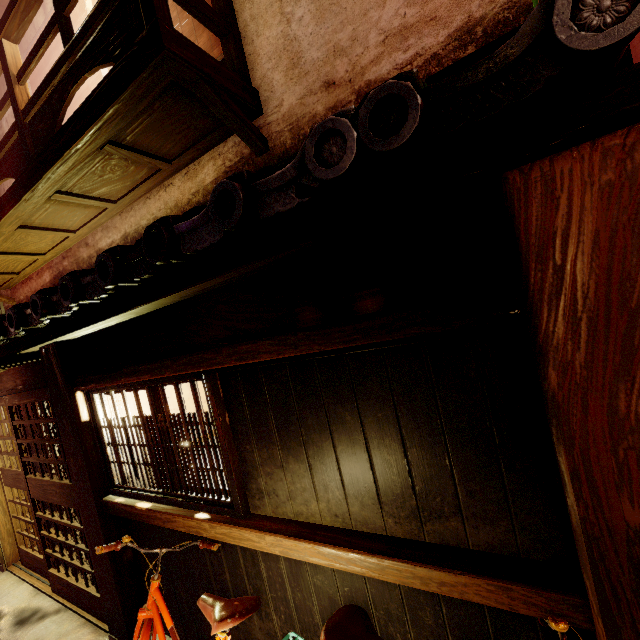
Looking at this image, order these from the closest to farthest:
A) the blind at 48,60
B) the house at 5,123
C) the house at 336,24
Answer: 1. the house at 336,24
2. the blind at 48,60
3. the house at 5,123

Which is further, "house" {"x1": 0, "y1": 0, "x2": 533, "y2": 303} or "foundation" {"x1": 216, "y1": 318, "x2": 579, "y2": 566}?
"house" {"x1": 0, "y1": 0, "x2": 533, "y2": 303}

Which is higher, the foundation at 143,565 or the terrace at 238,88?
the terrace at 238,88

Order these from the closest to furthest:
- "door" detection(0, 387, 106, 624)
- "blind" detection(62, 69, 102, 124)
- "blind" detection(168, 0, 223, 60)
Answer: "blind" detection(168, 0, 223, 60) → "door" detection(0, 387, 106, 624) → "blind" detection(62, 69, 102, 124)

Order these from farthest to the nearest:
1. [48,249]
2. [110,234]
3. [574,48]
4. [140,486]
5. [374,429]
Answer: [48,249] < [110,234] < [140,486] < [374,429] < [574,48]

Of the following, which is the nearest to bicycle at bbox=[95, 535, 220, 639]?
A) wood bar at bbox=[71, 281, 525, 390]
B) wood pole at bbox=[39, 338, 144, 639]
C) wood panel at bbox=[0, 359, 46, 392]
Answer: wood pole at bbox=[39, 338, 144, 639]

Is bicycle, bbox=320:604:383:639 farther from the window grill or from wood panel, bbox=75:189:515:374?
wood panel, bbox=75:189:515:374

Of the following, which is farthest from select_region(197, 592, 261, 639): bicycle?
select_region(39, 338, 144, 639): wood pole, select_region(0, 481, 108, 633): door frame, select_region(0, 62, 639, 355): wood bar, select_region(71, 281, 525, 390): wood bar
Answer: select_region(0, 62, 639, 355): wood bar
